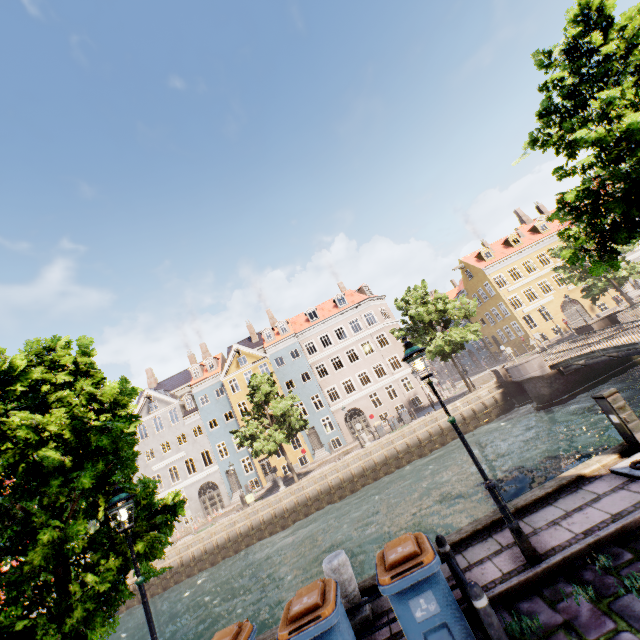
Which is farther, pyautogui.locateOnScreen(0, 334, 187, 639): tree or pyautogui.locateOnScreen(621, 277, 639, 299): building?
pyautogui.locateOnScreen(621, 277, 639, 299): building

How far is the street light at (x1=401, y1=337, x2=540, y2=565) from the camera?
5.0m

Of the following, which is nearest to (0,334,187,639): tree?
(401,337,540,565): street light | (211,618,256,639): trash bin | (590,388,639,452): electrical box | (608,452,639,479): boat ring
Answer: (401,337,540,565): street light

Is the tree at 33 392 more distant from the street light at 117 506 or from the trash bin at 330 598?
the trash bin at 330 598

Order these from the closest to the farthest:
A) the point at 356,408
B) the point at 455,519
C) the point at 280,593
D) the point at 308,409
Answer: the point at 455,519 < the point at 280,593 < the point at 308,409 < the point at 356,408

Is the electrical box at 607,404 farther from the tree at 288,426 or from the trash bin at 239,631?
the trash bin at 239,631

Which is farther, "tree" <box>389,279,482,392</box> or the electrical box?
"tree" <box>389,279,482,392</box>

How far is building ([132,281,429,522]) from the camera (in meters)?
35.38
